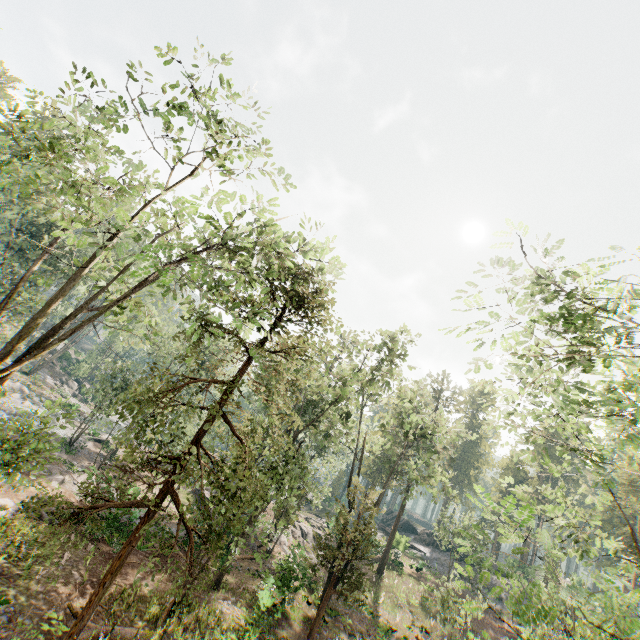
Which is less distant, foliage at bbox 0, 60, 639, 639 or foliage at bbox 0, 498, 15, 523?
foliage at bbox 0, 60, 639, 639

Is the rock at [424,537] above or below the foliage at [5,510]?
above

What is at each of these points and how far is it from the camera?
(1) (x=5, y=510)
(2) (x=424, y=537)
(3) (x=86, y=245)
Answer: (1) foliage, 15.40m
(2) rock, 50.41m
(3) foliage, 35.69m

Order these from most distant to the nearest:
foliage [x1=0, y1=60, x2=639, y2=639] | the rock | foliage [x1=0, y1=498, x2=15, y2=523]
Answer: the rock → foliage [x1=0, y1=498, x2=15, y2=523] → foliage [x1=0, y1=60, x2=639, y2=639]

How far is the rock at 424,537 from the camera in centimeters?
4850cm

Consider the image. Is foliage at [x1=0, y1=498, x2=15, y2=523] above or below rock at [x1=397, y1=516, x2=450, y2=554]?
below

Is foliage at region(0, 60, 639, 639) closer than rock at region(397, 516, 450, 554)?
Yes
